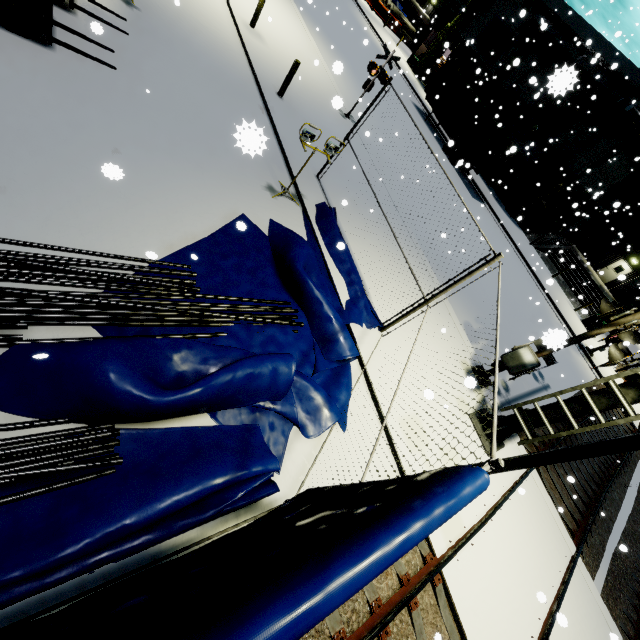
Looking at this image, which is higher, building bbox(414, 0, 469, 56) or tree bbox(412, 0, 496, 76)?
tree bbox(412, 0, 496, 76)

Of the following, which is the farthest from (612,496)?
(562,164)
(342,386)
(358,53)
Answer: (358,53)

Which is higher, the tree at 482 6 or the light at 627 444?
the tree at 482 6

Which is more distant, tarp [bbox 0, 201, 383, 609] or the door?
the door

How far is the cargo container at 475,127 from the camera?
21.80m

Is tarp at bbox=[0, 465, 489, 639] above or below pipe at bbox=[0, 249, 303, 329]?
above

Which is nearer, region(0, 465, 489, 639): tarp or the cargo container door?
region(0, 465, 489, 639): tarp

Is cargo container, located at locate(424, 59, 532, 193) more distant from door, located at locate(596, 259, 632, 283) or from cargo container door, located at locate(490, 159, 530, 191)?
door, located at locate(596, 259, 632, 283)
